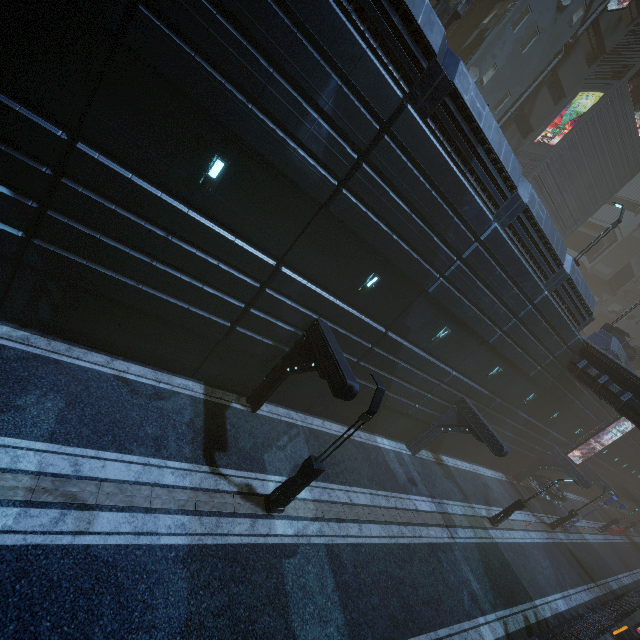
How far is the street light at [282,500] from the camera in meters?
9.2

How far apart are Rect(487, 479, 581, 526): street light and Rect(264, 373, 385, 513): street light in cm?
1669

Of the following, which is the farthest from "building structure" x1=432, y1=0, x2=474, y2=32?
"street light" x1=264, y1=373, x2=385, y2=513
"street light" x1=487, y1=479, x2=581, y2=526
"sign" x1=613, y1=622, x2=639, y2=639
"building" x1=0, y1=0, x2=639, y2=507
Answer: "sign" x1=613, y1=622, x2=639, y2=639

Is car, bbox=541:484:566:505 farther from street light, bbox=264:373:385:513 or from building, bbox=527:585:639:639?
street light, bbox=264:373:385:513

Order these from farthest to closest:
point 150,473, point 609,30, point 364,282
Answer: point 609,30, point 364,282, point 150,473

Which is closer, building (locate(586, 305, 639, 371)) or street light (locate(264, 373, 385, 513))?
street light (locate(264, 373, 385, 513))

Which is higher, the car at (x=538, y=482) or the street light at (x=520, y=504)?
the street light at (x=520, y=504)

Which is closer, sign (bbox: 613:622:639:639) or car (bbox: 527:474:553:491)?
sign (bbox: 613:622:639:639)
